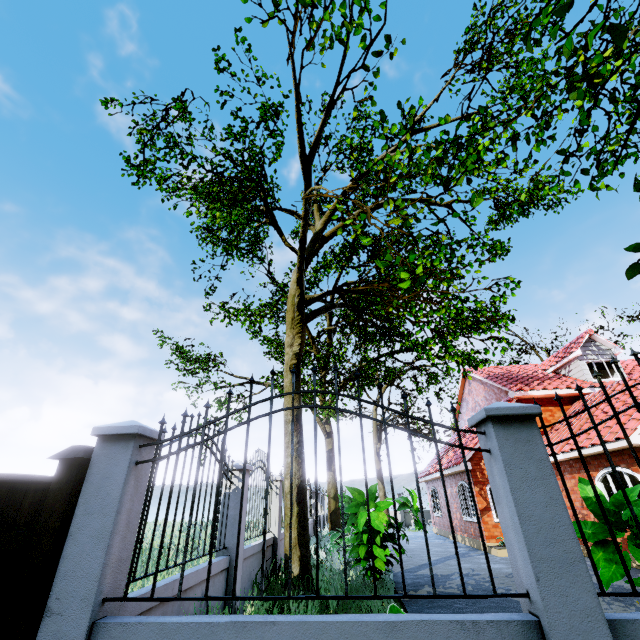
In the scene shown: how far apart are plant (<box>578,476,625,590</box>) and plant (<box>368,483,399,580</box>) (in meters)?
4.35

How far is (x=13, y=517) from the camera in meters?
2.6 m

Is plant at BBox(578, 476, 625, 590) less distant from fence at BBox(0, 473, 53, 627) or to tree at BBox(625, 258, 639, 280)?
fence at BBox(0, 473, 53, 627)

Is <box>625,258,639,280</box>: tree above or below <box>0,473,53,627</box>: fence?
above

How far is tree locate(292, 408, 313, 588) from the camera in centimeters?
681cm

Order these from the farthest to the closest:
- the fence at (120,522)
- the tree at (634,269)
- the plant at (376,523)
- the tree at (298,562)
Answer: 1. the plant at (376,523)
2. the tree at (298,562)
3. the fence at (120,522)
4. the tree at (634,269)

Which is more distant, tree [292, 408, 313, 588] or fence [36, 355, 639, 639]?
tree [292, 408, 313, 588]

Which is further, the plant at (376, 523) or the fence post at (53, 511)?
the plant at (376, 523)
